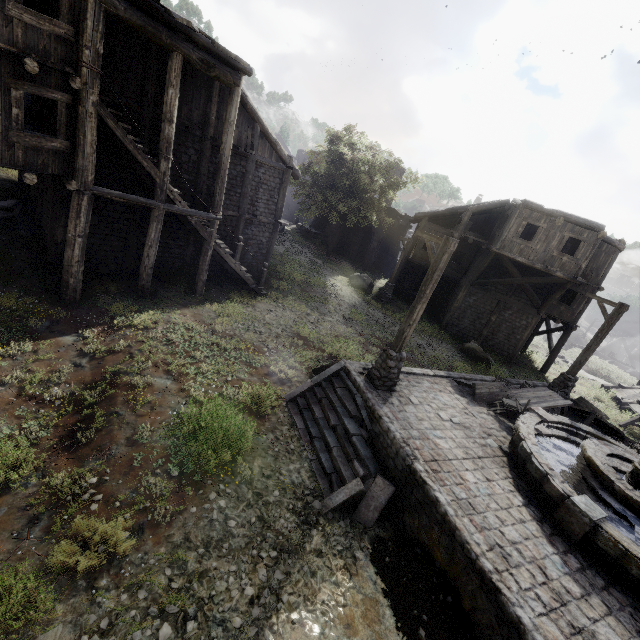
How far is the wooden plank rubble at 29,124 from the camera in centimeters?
1312cm

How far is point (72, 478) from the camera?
6.3 meters

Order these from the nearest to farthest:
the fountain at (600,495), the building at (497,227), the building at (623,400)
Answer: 1. the fountain at (600,495)
2. the building at (497,227)
3. the building at (623,400)

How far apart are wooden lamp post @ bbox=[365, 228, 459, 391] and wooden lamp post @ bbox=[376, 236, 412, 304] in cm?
1344

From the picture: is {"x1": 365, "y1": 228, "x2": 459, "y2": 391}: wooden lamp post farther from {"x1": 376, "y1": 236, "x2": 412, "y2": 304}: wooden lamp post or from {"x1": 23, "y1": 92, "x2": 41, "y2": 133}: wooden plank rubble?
{"x1": 23, "y1": 92, "x2": 41, "y2": 133}: wooden plank rubble

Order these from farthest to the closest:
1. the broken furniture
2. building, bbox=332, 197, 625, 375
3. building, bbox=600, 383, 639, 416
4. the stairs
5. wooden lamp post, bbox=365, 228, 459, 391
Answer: building, bbox=600, 383, 639, 416 → building, bbox=332, 197, 625, 375 → the broken furniture → wooden lamp post, bbox=365, 228, 459, 391 → the stairs

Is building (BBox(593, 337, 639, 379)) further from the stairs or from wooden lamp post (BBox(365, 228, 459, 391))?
wooden lamp post (BBox(365, 228, 459, 391))

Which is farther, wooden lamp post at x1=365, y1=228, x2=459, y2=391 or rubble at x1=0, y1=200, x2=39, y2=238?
rubble at x1=0, y1=200, x2=39, y2=238
